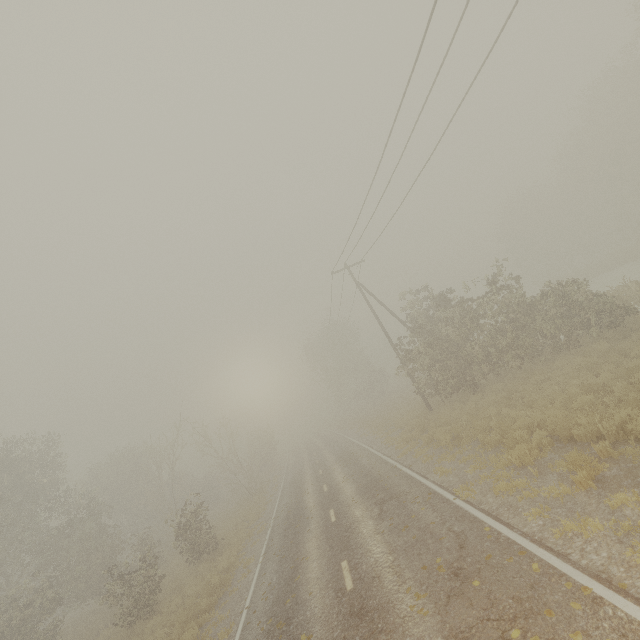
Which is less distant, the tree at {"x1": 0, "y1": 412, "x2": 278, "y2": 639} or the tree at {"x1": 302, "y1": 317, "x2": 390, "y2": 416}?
the tree at {"x1": 0, "y1": 412, "x2": 278, "y2": 639}

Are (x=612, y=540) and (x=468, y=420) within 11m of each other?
yes

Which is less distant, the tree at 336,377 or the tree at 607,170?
the tree at 607,170

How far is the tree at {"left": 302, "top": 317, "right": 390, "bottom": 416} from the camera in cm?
4638

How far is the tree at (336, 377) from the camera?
46.4m
